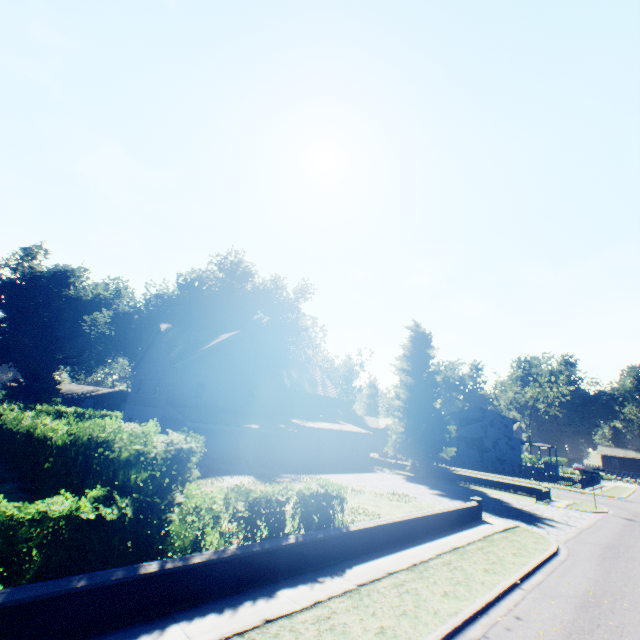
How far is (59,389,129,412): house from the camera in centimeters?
5028cm

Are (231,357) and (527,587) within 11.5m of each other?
no

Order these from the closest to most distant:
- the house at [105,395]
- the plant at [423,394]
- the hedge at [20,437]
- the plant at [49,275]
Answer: the hedge at [20,437], the plant at [423,394], the plant at [49,275], the house at [105,395]

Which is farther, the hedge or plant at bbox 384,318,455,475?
plant at bbox 384,318,455,475

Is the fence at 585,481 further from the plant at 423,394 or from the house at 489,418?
the house at 489,418

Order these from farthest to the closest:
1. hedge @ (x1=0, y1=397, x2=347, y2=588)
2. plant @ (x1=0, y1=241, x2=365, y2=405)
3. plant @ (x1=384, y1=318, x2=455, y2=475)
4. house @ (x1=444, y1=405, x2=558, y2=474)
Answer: house @ (x1=444, y1=405, x2=558, y2=474), plant @ (x1=0, y1=241, x2=365, y2=405), plant @ (x1=384, y1=318, x2=455, y2=475), hedge @ (x1=0, y1=397, x2=347, y2=588)

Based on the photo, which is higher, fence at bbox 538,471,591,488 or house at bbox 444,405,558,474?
house at bbox 444,405,558,474

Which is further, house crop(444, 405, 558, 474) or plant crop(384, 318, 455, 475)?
house crop(444, 405, 558, 474)
